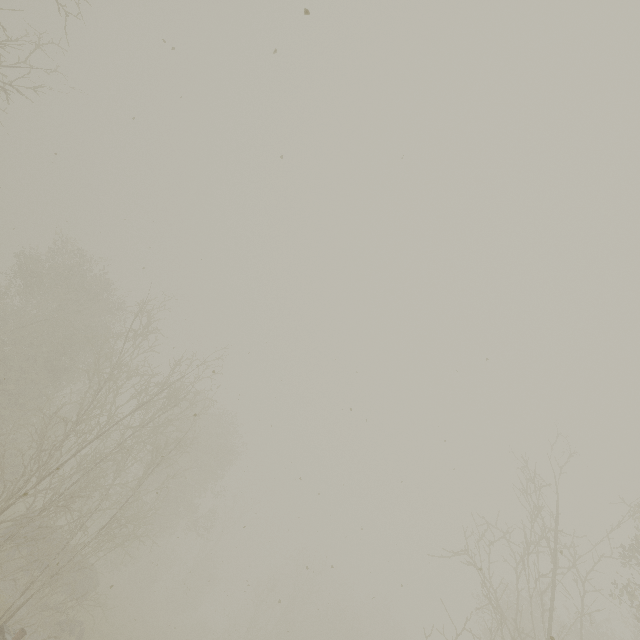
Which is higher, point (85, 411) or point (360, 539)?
point (360, 539)

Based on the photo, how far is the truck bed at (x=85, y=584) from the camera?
18.5m

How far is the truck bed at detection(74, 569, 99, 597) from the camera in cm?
1852
